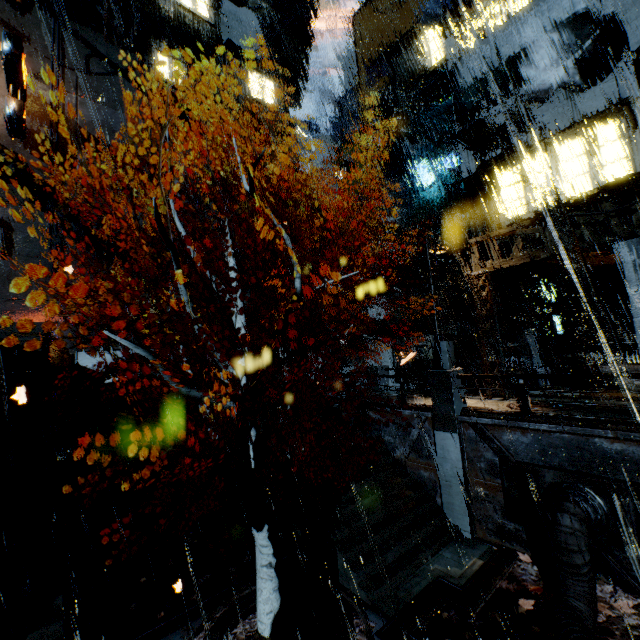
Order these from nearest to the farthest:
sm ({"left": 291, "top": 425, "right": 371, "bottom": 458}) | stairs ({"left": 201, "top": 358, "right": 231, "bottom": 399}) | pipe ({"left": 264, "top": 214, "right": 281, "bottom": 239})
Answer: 1. sm ({"left": 291, "top": 425, "right": 371, "bottom": 458})
2. stairs ({"left": 201, "top": 358, "right": 231, "bottom": 399})
3. pipe ({"left": 264, "top": 214, "right": 281, "bottom": 239})

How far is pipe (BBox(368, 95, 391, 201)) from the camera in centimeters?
3039cm

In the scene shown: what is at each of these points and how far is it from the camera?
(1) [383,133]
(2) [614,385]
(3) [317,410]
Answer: (1) pipe, 30.38m
(2) building, 15.35m
(3) stairs, 17.67m

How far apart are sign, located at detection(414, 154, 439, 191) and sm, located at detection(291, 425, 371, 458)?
17.9 meters

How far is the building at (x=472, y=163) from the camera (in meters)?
19.67

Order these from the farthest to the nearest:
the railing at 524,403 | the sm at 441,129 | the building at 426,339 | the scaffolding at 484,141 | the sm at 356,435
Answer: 1. the building at 426,339
2. the sm at 441,129
3. the scaffolding at 484,141
4. the sm at 356,435
5. the railing at 524,403

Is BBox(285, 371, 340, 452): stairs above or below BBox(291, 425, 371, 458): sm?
above

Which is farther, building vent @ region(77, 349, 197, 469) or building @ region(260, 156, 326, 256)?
building @ region(260, 156, 326, 256)
